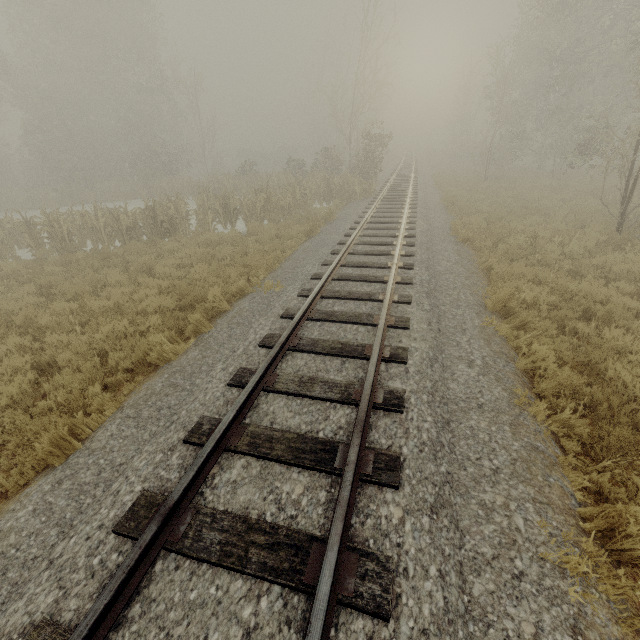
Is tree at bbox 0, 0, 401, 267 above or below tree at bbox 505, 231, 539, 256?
above

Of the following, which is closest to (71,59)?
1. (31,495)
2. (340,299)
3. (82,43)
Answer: (82,43)

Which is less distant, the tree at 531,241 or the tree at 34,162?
the tree at 531,241

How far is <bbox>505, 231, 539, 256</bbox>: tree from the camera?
9.74m

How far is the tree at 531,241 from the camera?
9.7m

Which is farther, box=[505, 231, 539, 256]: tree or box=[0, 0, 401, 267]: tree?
box=[0, 0, 401, 267]: tree
